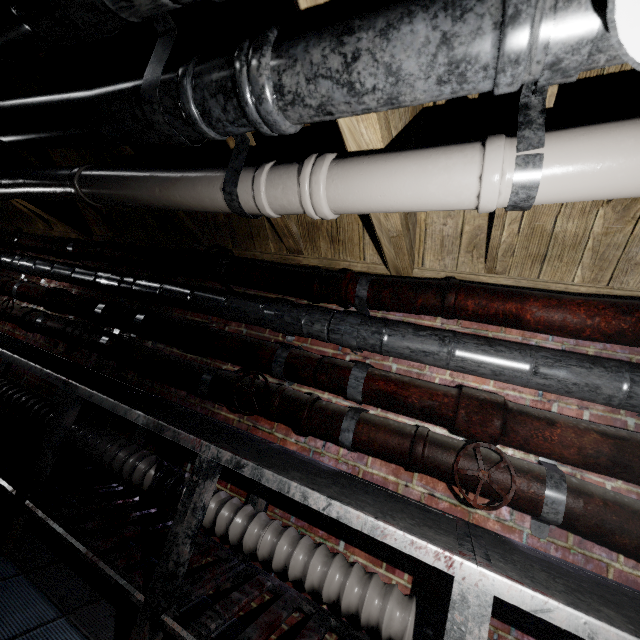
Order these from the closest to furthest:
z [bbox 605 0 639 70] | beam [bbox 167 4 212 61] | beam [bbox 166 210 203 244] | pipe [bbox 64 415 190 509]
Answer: z [bbox 605 0 639 70] < beam [bbox 167 4 212 61] < pipe [bbox 64 415 190 509] < beam [bbox 166 210 203 244]

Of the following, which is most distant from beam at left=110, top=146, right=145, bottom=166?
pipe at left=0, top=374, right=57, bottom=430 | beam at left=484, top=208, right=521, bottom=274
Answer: pipe at left=0, top=374, right=57, bottom=430

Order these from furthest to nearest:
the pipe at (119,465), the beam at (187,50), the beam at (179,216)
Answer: the beam at (179,216)
the pipe at (119,465)
the beam at (187,50)

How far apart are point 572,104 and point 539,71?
0.91m

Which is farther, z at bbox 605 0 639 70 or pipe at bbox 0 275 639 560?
pipe at bbox 0 275 639 560

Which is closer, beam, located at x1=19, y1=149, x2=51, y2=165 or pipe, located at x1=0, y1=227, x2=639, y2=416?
pipe, located at x1=0, y1=227, x2=639, y2=416

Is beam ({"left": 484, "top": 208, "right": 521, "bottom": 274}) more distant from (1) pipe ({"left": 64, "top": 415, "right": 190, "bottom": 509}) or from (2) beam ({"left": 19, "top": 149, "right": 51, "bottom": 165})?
(1) pipe ({"left": 64, "top": 415, "right": 190, "bottom": 509})

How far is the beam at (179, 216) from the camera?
2.4 meters
